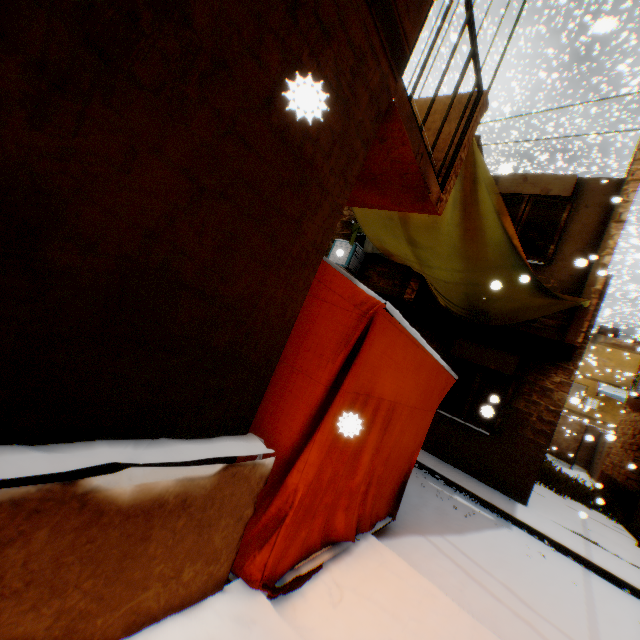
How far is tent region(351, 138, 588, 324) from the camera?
4.1m

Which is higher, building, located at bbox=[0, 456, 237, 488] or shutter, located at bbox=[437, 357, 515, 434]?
shutter, located at bbox=[437, 357, 515, 434]

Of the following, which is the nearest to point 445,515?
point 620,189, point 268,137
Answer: point 268,137

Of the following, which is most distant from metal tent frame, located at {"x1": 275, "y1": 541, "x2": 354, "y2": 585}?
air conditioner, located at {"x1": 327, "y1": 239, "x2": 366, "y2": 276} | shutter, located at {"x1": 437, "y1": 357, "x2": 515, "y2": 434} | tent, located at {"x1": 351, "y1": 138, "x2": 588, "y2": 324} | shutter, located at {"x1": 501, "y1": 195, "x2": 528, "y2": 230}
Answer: shutter, located at {"x1": 501, "y1": 195, "x2": 528, "y2": 230}

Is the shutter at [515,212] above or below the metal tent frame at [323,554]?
above

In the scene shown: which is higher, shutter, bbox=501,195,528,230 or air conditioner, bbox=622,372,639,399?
shutter, bbox=501,195,528,230

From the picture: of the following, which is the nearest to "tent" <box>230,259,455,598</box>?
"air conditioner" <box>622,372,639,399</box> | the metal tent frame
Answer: the metal tent frame

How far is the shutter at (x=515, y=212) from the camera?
7.63m
